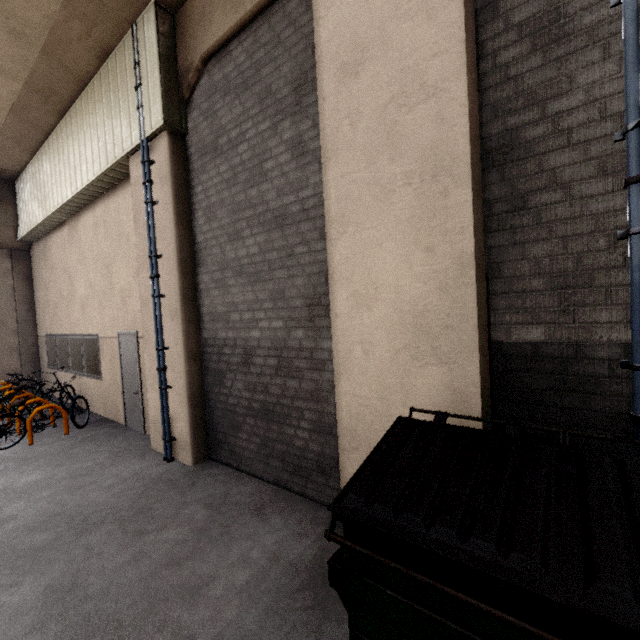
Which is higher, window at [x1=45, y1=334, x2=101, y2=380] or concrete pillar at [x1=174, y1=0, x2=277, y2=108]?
concrete pillar at [x1=174, y1=0, x2=277, y2=108]

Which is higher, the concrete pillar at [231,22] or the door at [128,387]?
the concrete pillar at [231,22]

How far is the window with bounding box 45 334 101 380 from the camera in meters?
8.0

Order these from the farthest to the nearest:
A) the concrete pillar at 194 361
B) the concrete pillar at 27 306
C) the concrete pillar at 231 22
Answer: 1. the concrete pillar at 27 306
2. the concrete pillar at 194 361
3. the concrete pillar at 231 22

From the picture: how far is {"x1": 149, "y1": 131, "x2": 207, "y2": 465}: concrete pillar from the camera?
4.9m

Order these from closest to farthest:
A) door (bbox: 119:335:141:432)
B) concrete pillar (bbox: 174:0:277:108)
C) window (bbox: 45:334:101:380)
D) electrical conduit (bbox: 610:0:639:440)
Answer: electrical conduit (bbox: 610:0:639:440) → concrete pillar (bbox: 174:0:277:108) → door (bbox: 119:335:141:432) → window (bbox: 45:334:101:380)

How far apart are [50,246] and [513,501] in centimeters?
1268cm
